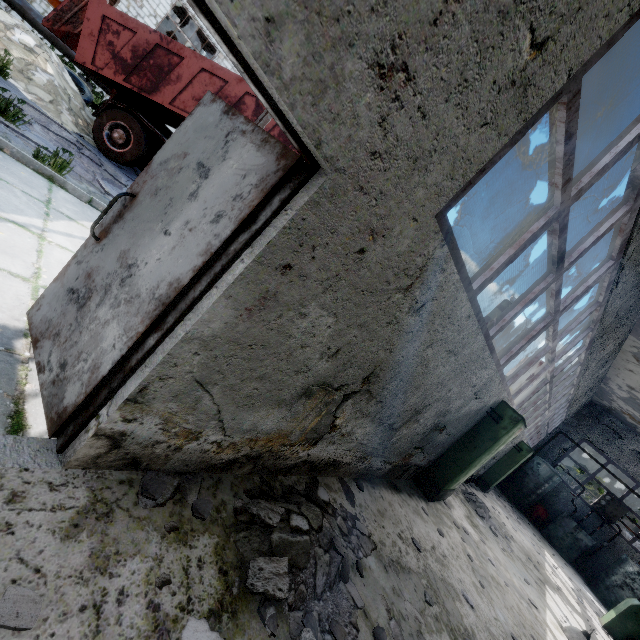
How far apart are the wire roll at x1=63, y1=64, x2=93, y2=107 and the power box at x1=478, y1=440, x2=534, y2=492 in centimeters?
1894cm

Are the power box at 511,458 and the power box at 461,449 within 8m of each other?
yes

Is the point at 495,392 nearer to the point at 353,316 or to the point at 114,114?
the point at 353,316

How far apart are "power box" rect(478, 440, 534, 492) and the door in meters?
14.1

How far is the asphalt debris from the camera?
6.5m

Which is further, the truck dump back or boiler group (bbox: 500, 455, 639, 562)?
boiler group (bbox: 500, 455, 639, 562)

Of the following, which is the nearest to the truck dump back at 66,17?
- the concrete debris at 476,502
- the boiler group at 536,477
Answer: the concrete debris at 476,502

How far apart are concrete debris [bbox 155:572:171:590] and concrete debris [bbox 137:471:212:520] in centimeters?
25cm
